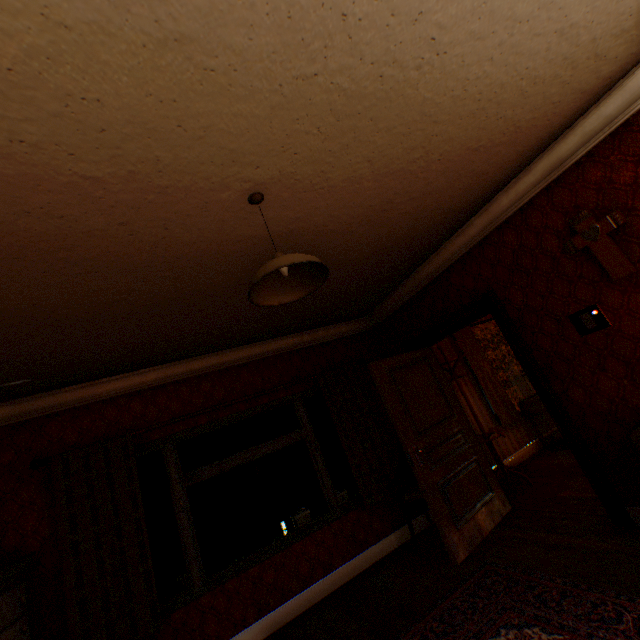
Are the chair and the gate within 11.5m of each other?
no

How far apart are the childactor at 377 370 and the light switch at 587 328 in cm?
183

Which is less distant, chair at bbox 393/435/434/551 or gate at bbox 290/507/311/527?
chair at bbox 393/435/434/551

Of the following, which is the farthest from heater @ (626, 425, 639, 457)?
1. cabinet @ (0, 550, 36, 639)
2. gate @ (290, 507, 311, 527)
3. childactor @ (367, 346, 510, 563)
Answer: gate @ (290, 507, 311, 527)

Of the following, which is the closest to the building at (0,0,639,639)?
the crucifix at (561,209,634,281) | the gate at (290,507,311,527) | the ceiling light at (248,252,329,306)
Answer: the crucifix at (561,209,634,281)

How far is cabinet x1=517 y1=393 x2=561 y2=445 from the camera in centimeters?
561cm

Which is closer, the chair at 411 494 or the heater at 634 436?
the heater at 634 436

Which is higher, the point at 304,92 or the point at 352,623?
the point at 304,92
